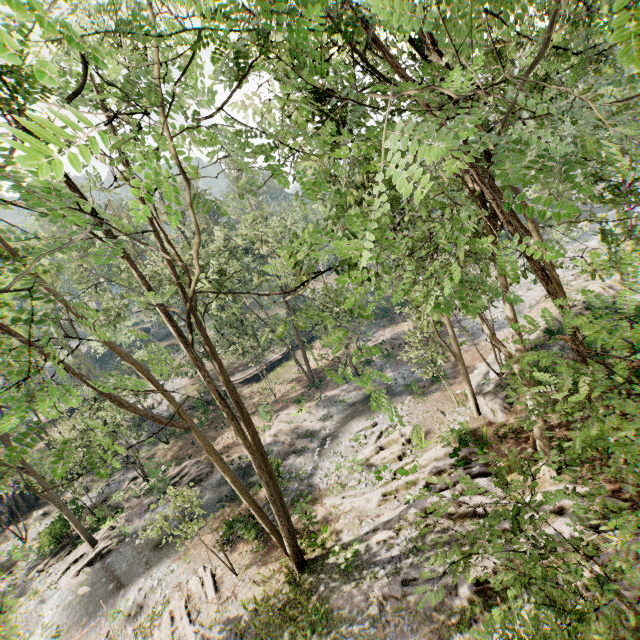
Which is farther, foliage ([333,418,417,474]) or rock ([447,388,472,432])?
foliage ([333,418,417,474])

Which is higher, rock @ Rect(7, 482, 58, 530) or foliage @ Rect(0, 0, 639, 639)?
foliage @ Rect(0, 0, 639, 639)

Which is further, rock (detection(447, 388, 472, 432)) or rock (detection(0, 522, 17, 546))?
rock (detection(0, 522, 17, 546))

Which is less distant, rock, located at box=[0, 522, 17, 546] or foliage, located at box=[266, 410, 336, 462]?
foliage, located at box=[266, 410, 336, 462]

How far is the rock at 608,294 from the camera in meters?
19.1 m

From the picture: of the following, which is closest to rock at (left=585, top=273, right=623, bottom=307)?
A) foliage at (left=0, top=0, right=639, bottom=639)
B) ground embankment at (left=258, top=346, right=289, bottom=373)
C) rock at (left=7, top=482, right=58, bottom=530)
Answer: foliage at (left=0, top=0, right=639, bottom=639)

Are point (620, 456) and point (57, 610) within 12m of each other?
no

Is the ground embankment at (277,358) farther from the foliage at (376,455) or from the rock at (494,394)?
the rock at (494,394)
